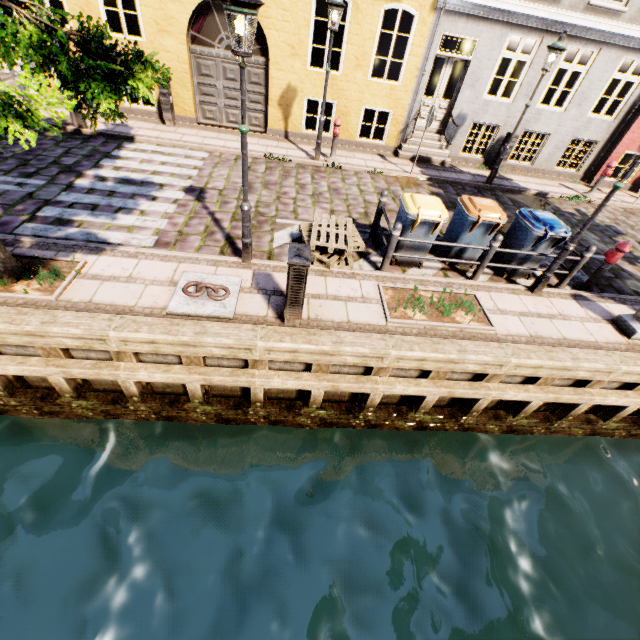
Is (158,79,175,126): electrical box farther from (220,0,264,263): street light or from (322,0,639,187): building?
(220,0,264,263): street light

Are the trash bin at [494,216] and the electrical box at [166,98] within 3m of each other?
no

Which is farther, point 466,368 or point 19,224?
point 19,224

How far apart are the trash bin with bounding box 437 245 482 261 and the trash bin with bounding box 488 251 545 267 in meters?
0.3

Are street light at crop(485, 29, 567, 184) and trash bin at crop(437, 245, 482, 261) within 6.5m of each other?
yes

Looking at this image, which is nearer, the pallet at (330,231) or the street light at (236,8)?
the street light at (236,8)

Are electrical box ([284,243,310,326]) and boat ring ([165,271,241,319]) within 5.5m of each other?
yes

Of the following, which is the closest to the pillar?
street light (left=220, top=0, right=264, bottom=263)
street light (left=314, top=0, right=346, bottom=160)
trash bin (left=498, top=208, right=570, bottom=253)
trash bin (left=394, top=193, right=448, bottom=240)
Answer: trash bin (left=498, top=208, right=570, bottom=253)
